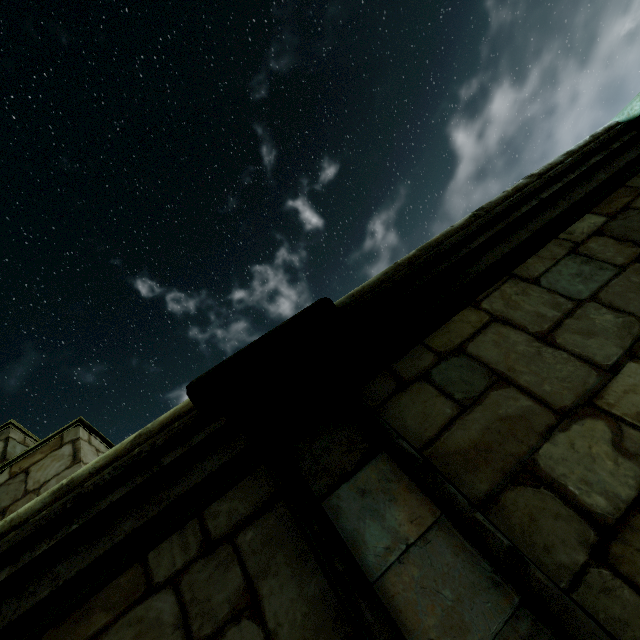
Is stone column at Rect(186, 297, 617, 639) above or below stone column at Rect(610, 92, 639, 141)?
below

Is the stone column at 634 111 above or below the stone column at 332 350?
above

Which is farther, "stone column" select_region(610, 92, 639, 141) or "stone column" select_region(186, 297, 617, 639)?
"stone column" select_region(610, 92, 639, 141)

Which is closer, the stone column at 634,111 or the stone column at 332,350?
the stone column at 332,350

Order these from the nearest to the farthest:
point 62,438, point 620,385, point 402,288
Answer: point 620,385
point 402,288
point 62,438
